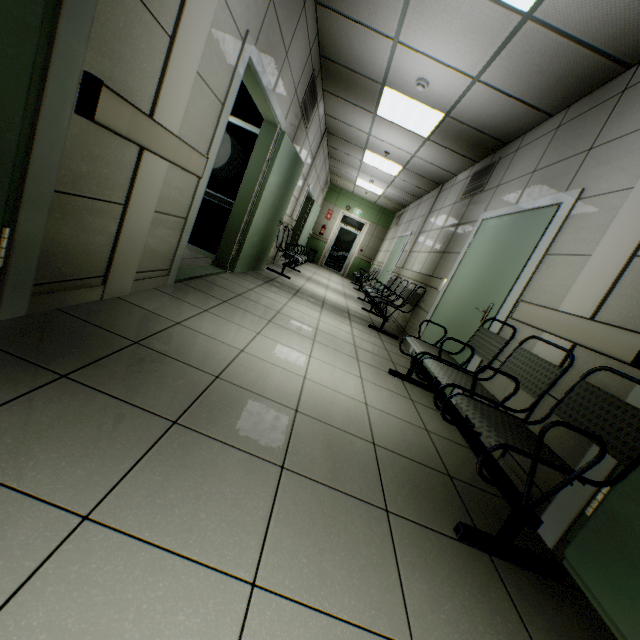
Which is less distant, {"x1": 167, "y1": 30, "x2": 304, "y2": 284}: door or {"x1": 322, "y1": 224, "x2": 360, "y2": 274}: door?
{"x1": 167, "y1": 30, "x2": 304, "y2": 284}: door

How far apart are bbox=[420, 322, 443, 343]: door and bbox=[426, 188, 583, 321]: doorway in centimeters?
2cm

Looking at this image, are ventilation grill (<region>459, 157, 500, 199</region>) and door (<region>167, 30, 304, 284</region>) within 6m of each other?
yes

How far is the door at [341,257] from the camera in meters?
13.8 m

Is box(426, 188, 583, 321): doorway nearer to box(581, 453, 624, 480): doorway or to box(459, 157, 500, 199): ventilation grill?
box(459, 157, 500, 199): ventilation grill

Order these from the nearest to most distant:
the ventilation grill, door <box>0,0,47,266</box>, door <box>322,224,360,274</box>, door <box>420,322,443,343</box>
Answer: door <box>0,0,47,266</box> → door <box>420,322,443,343</box> → the ventilation grill → door <box>322,224,360,274</box>

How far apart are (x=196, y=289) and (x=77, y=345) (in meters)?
1.75

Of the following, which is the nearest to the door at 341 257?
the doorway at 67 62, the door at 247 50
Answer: the door at 247 50
